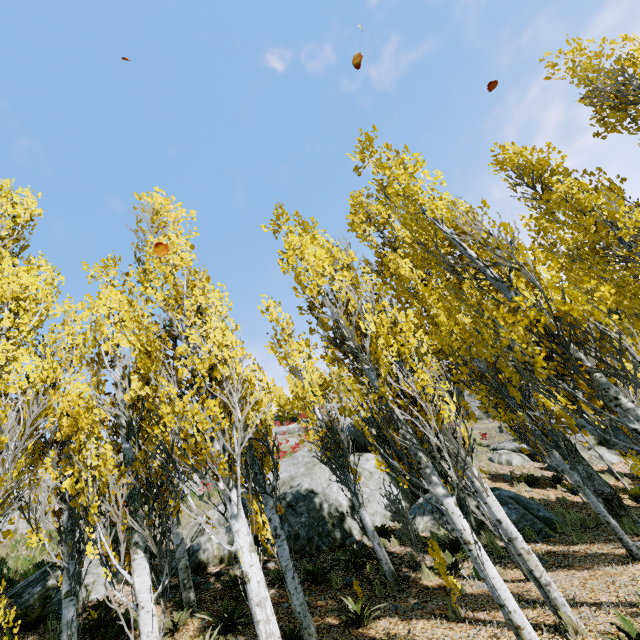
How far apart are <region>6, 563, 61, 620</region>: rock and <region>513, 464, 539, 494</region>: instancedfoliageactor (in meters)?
15.98

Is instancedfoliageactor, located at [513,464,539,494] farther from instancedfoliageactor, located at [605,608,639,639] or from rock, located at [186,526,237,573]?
instancedfoliageactor, located at [605,608,639,639]

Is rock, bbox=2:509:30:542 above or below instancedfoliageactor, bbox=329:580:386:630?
above

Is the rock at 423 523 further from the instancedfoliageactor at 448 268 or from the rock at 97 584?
the rock at 97 584

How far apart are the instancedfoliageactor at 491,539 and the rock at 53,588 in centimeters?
1215cm

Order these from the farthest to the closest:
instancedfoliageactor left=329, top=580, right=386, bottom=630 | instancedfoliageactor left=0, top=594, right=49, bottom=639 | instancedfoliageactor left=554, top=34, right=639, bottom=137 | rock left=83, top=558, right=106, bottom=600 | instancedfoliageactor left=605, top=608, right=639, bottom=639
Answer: rock left=83, top=558, right=106, bottom=600 → instancedfoliageactor left=554, top=34, right=639, bottom=137 → instancedfoliageactor left=329, top=580, right=386, bottom=630 → instancedfoliageactor left=0, top=594, right=49, bottom=639 → instancedfoliageactor left=605, top=608, right=639, bottom=639

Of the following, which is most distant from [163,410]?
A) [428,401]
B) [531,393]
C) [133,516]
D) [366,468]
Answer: [531,393]

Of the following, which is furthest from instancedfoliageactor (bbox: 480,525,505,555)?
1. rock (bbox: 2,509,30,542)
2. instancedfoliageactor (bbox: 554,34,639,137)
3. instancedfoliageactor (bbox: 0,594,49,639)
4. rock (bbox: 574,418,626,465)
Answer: rock (bbox: 2,509,30,542)
